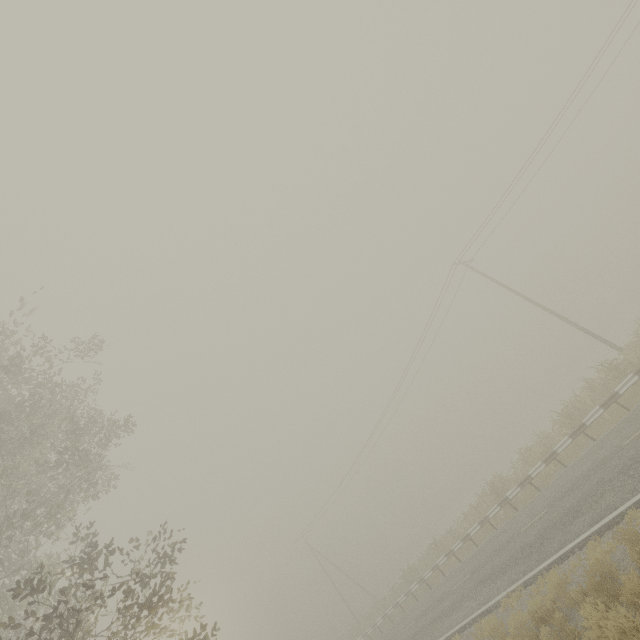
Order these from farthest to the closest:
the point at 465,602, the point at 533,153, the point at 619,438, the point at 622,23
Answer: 1. the point at 533,153
2. the point at 622,23
3. the point at 465,602
4. the point at 619,438
